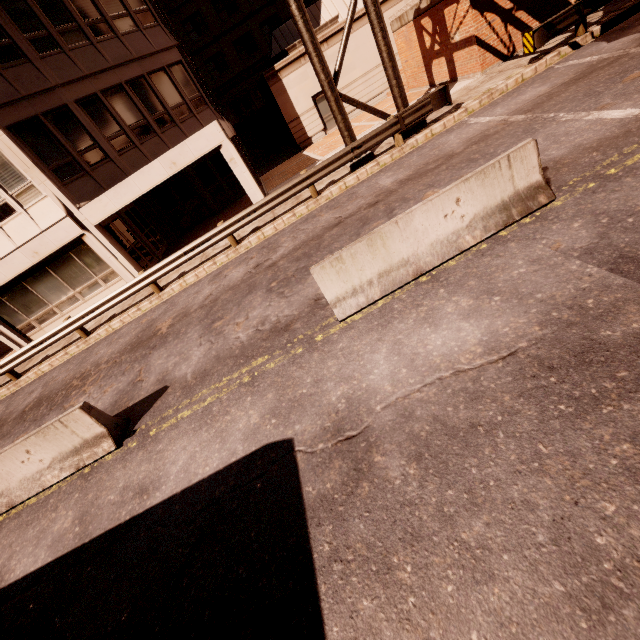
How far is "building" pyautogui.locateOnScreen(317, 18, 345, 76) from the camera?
19.9 meters

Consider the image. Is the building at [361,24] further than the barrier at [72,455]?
Yes

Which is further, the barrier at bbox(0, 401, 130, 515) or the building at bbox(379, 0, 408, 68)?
the building at bbox(379, 0, 408, 68)

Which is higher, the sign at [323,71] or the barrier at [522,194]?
the sign at [323,71]

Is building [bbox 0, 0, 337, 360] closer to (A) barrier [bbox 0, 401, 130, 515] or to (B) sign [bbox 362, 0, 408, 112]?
(B) sign [bbox 362, 0, 408, 112]

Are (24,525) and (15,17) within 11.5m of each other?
no

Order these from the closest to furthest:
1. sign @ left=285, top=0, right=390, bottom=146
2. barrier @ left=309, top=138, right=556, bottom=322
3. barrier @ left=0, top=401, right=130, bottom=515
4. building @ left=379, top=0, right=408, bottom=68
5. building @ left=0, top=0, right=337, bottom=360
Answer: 1. barrier @ left=309, top=138, right=556, bottom=322
2. barrier @ left=0, top=401, right=130, bottom=515
3. sign @ left=285, top=0, right=390, bottom=146
4. building @ left=0, top=0, right=337, bottom=360
5. building @ left=379, top=0, right=408, bottom=68

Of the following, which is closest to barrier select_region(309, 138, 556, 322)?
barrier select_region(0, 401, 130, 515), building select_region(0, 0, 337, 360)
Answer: barrier select_region(0, 401, 130, 515)
